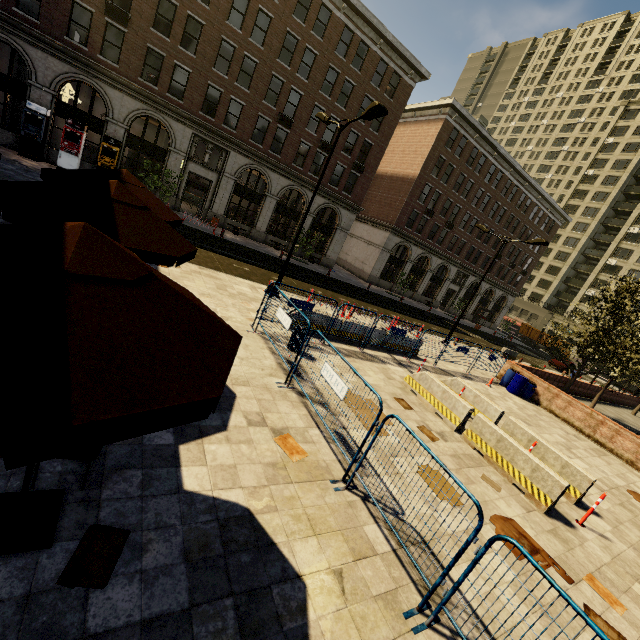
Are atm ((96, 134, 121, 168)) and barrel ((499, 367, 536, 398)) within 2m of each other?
no

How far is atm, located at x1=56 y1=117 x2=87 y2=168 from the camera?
20.3 meters

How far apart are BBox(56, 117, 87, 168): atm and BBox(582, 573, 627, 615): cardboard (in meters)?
29.68

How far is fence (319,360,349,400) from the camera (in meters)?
5.84

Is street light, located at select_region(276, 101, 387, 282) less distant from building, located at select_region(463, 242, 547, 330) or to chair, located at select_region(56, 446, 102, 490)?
chair, located at select_region(56, 446, 102, 490)

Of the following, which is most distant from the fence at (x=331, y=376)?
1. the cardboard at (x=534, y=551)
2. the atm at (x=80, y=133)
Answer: the atm at (x=80, y=133)

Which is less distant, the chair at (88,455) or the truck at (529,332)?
the chair at (88,455)

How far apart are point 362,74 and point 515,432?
30.4 meters
